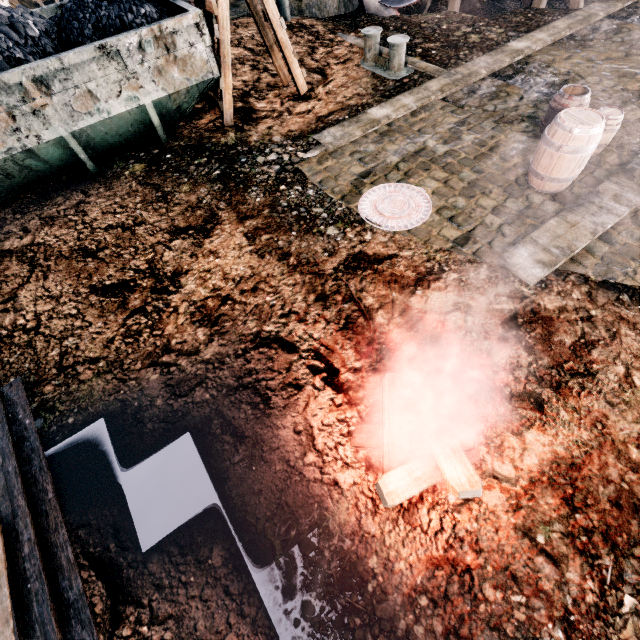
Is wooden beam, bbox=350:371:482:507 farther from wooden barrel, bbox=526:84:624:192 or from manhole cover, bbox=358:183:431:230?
wooden barrel, bbox=526:84:624:192

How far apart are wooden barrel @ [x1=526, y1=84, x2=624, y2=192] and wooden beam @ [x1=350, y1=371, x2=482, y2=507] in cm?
531

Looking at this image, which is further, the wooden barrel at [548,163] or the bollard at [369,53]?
the bollard at [369,53]

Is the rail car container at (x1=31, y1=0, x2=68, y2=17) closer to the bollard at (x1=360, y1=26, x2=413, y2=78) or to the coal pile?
the coal pile

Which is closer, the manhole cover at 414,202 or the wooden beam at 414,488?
the wooden beam at 414,488

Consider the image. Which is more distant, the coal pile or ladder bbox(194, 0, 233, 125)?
ladder bbox(194, 0, 233, 125)

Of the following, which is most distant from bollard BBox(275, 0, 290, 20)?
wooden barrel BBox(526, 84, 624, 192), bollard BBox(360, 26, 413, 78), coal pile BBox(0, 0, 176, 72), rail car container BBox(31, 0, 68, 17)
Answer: wooden barrel BBox(526, 84, 624, 192)

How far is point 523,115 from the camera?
8.6 meters
